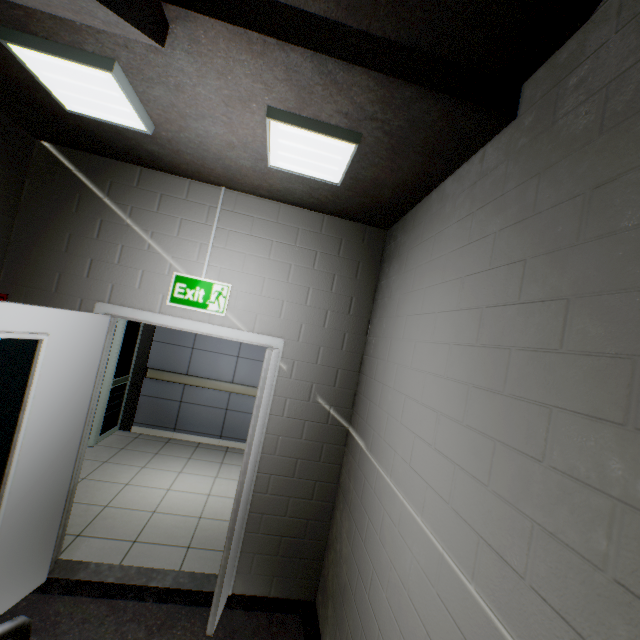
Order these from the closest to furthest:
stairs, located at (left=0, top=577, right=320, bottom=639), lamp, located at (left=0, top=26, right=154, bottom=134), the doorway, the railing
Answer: the railing
lamp, located at (left=0, top=26, right=154, bottom=134)
stairs, located at (left=0, top=577, right=320, bottom=639)
the doorway

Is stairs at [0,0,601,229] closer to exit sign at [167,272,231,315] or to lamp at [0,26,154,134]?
lamp at [0,26,154,134]

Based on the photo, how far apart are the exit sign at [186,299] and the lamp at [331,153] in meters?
1.0

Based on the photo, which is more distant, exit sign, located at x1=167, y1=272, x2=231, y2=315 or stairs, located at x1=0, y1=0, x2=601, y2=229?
exit sign, located at x1=167, y1=272, x2=231, y2=315

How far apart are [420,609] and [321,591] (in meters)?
1.75

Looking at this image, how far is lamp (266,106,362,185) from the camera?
1.7m

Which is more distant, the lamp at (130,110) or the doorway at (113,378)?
Result: the doorway at (113,378)

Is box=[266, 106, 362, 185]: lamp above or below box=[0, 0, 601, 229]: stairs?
below
